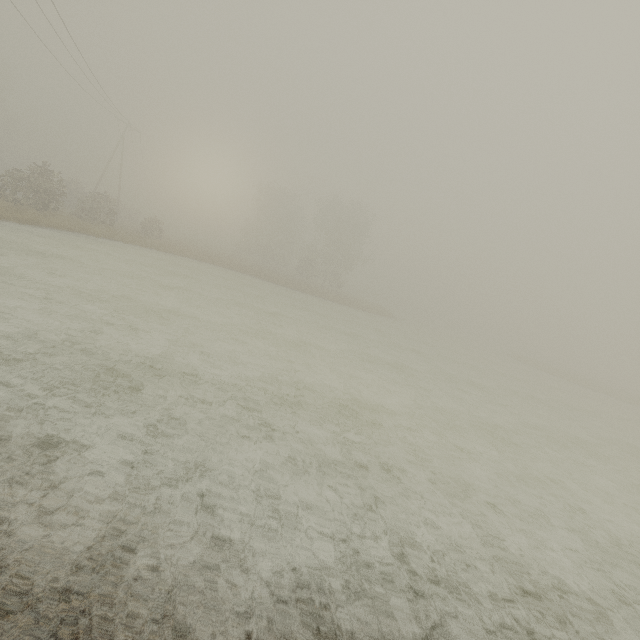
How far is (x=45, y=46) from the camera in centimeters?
1978cm

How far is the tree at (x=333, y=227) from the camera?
46.69m

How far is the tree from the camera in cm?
4669
